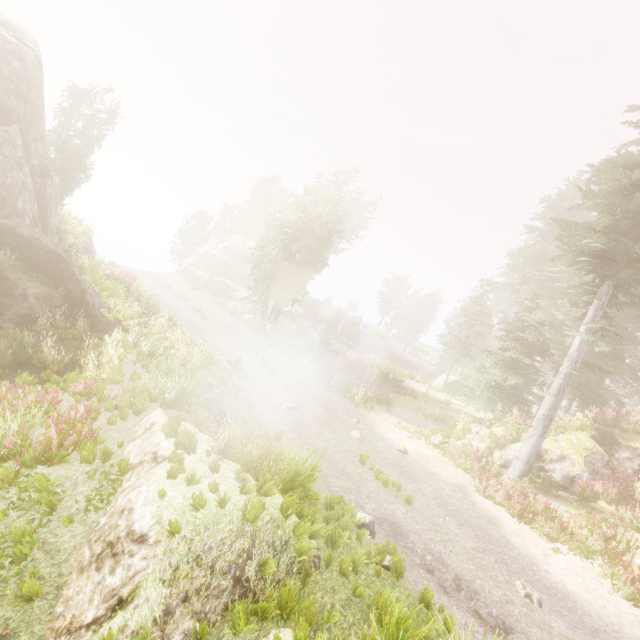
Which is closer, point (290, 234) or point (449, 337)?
point (290, 234)

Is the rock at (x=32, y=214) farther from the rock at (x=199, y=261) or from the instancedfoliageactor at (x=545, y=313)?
the rock at (x=199, y=261)

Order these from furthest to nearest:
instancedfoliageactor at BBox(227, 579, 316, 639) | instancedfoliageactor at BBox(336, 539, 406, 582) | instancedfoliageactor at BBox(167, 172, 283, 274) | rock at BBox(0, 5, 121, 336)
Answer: instancedfoliageactor at BBox(167, 172, 283, 274) → rock at BBox(0, 5, 121, 336) → instancedfoliageactor at BBox(336, 539, 406, 582) → instancedfoliageactor at BBox(227, 579, 316, 639)

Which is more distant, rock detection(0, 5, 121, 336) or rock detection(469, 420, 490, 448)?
rock detection(469, 420, 490, 448)

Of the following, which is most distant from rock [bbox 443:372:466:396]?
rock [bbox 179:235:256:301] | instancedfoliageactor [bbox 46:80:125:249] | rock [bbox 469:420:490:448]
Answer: rock [bbox 179:235:256:301]

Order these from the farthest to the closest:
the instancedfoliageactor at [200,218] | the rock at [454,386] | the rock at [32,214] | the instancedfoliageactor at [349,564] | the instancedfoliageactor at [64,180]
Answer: the instancedfoliageactor at [200,218], the rock at [454,386], the instancedfoliageactor at [64,180], the rock at [32,214], the instancedfoliageactor at [349,564]

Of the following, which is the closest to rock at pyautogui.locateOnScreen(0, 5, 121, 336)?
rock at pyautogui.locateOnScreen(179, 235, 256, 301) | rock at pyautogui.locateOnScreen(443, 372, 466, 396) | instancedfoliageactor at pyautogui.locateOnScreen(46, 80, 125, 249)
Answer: instancedfoliageactor at pyautogui.locateOnScreen(46, 80, 125, 249)

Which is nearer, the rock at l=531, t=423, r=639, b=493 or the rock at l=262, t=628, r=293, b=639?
the rock at l=262, t=628, r=293, b=639
